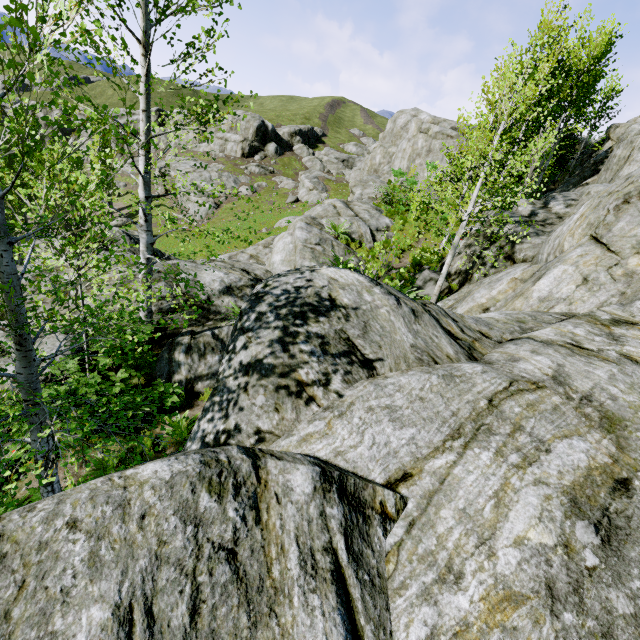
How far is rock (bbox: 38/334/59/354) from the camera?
8.0 meters

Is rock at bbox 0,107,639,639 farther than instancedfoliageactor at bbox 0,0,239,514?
No

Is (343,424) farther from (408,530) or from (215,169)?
(215,169)

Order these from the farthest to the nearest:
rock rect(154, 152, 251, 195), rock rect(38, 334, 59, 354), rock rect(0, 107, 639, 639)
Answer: rock rect(154, 152, 251, 195) < rock rect(38, 334, 59, 354) < rock rect(0, 107, 639, 639)

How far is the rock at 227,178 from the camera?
41.78m
